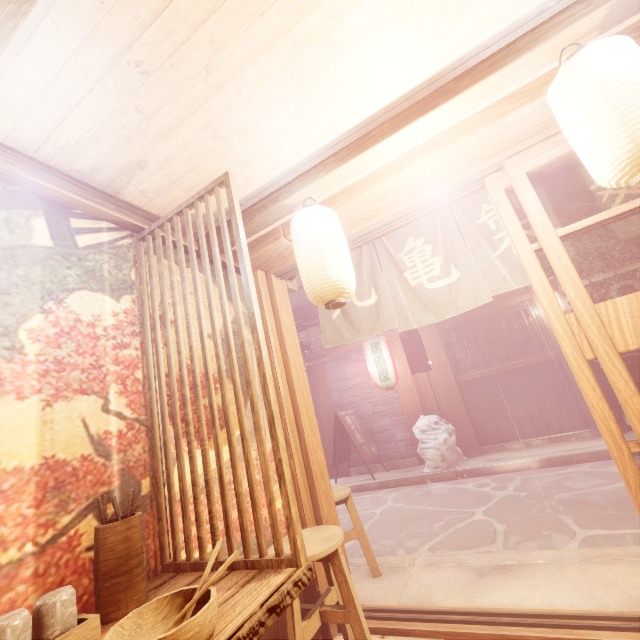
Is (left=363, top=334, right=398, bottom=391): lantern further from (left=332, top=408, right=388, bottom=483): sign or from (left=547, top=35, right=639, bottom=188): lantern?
(left=547, top=35, right=639, bottom=188): lantern

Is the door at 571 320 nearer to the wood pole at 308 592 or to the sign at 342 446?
the wood pole at 308 592

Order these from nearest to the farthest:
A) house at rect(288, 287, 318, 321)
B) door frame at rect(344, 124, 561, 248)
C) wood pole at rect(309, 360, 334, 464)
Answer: door frame at rect(344, 124, 561, 248)
wood pole at rect(309, 360, 334, 464)
house at rect(288, 287, 318, 321)

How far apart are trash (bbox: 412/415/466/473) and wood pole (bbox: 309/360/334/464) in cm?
343

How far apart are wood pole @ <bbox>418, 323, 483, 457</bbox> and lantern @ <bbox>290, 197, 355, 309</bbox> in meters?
10.2

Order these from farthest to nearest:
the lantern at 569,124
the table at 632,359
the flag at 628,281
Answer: the table at 632,359 → the flag at 628,281 → the lantern at 569,124

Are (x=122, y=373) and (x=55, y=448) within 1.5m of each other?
yes

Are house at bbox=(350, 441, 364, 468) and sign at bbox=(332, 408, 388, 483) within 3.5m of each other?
yes
